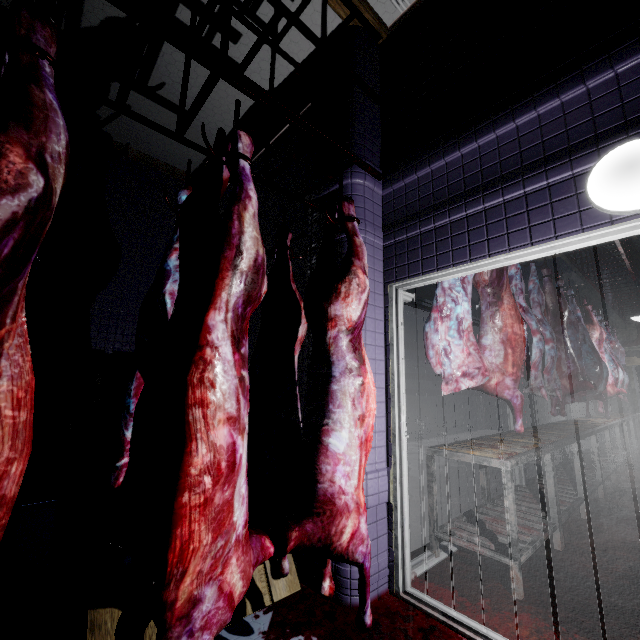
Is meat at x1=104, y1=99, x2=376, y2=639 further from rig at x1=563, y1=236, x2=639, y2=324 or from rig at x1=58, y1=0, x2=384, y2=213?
rig at x1=563, y1=236, x2=639, y2=324

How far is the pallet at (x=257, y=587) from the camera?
1.6 meters

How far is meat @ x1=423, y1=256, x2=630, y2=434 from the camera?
2.3m

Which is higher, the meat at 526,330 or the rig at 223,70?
the rig at 223,70

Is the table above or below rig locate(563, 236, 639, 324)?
below

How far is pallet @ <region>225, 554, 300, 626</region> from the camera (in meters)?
1.60

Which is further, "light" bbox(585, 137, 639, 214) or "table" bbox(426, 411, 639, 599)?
"table" bbox(426, 411, 639, 599)

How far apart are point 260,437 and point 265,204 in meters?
3.1 m
